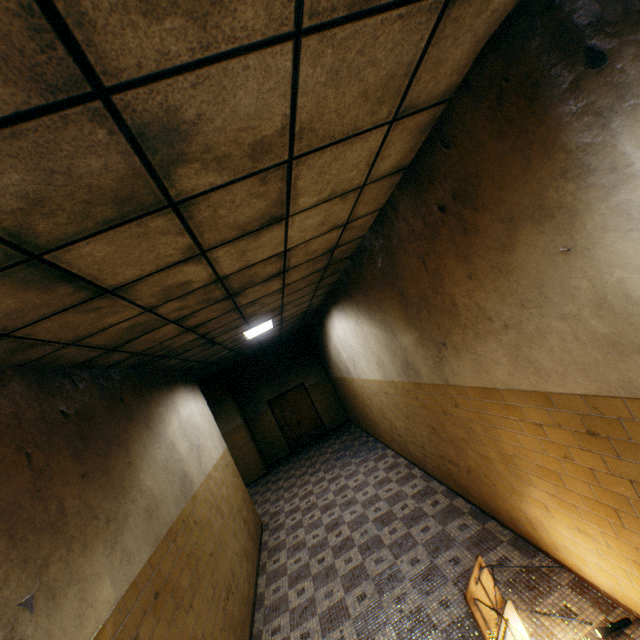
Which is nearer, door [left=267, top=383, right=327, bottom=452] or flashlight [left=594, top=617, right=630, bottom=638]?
flashlight [left=594, top=617, right=630, bottom=638]

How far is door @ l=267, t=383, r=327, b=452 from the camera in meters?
12.5 m

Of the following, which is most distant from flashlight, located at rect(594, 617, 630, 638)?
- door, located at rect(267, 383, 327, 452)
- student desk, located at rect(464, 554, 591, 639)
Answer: door, located at rect(267, 383, 327, 452)

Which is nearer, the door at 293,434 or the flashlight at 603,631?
the flashlight at 603,631

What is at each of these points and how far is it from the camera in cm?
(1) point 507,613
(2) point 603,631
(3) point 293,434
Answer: (1) student desk, 262
(2) flashlight, 250
(3) door, 1249

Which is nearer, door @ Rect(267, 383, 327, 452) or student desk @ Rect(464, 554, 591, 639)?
student desk @ Rect(464, 554, 591, 639)

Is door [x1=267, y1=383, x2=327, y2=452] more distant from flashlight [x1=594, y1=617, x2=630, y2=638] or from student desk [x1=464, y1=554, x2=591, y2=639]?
flashlight [x1=594, y1=617, x2=630, y2=638]

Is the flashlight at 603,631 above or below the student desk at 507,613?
Answer: below
